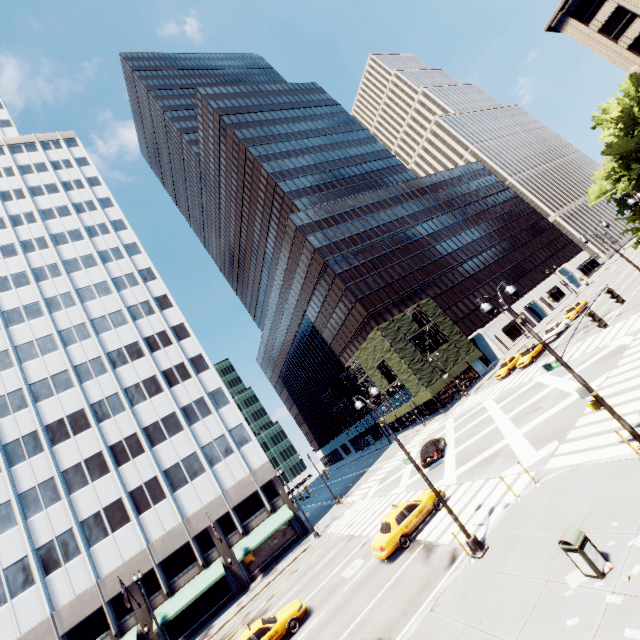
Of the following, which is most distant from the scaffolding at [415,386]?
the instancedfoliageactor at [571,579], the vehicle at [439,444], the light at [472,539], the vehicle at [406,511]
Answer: the instancedfoliageactor at [571,579]

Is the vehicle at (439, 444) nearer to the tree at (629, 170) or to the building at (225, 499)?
the building at (225, 499)

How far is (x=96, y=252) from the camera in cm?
4716

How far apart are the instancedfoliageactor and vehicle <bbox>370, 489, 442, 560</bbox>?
9.6 meters

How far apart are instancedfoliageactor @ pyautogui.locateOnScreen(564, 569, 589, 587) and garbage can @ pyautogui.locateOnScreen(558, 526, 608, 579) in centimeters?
4cm

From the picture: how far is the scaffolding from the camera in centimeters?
4750cm

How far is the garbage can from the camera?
8.0 meters

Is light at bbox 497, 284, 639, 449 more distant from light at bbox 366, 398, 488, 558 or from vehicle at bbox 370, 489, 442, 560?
vehicle at bbox 370, 489, 442, 560
